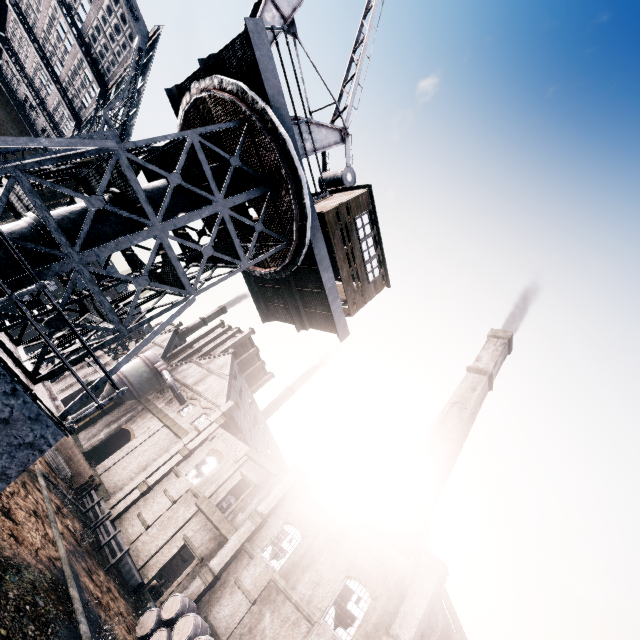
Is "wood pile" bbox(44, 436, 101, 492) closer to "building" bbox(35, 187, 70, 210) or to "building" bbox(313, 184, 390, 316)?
"building" bbox(35, 187, 70, 210)

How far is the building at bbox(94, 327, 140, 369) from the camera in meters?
47.5 m

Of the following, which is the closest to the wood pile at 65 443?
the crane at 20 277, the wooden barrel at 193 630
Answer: the wooden barrel at 193 630

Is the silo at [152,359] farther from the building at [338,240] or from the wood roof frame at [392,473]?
the building at [338,240]

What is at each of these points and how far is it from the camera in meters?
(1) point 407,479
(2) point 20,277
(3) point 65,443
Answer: (1) chimney, 28.5
(2) crane, 6.5
(3) wood pile, 32.7

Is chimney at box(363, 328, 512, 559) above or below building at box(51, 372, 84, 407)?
above

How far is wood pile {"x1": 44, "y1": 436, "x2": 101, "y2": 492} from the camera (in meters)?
28.03

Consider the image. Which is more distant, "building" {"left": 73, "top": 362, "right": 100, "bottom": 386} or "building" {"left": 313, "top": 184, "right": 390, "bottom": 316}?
"building" {"left": 73, "top": 362, "right": 100, "bottom": 386}
